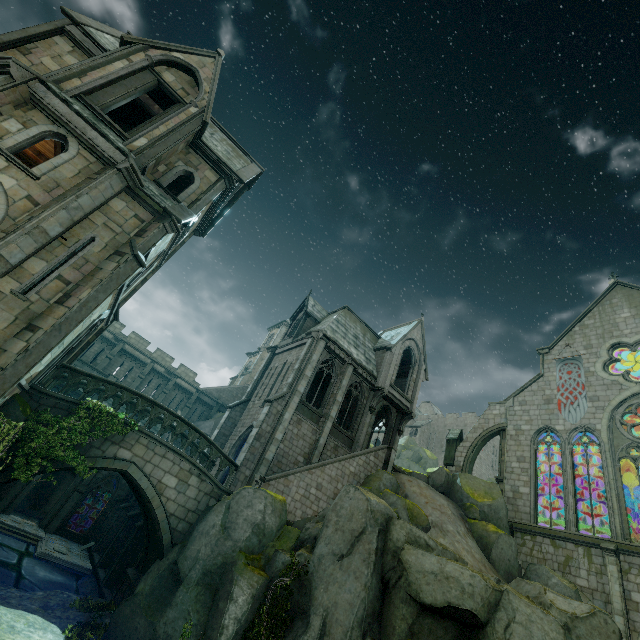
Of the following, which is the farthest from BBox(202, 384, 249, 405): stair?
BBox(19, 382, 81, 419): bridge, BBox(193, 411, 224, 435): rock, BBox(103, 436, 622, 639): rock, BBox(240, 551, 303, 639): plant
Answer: BBox(240, 551, 303, 639): plant

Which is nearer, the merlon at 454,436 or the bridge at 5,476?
the bridge at 5,476

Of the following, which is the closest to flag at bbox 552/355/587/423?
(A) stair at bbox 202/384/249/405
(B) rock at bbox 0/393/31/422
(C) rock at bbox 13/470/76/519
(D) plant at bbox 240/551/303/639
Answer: (C) rock at bbox 13/470/76/519

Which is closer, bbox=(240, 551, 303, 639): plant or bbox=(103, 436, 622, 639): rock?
bbox=(103, 436, 622, 639): rock

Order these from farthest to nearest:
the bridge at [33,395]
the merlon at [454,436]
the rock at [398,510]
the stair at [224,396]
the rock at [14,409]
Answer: the stair at [224,396], the merlon at [454,436], the bridge at [33,395], the rock at [14,409], the rock at [398,510]

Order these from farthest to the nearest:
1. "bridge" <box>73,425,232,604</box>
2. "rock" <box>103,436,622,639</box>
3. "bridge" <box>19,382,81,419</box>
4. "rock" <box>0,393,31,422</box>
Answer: "bridge" <box>73,425,232,604</box>
"bridge" <box>19,382,81,419</box>
"rock" <box>0,393,31,422</box>
"rock" <box>103,436,622,639</box>

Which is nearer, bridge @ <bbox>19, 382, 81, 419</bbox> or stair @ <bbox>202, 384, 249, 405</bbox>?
bridge @ <bbox>19, 382, 81, 419</bbox>

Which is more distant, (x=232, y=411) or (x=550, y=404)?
(x=232, y=411)
